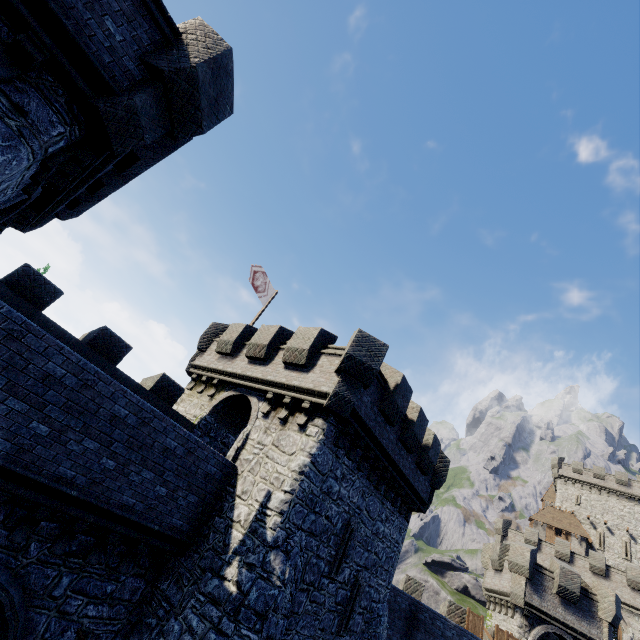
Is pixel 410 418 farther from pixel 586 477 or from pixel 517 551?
pixel 586 477

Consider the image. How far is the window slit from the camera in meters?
11.3

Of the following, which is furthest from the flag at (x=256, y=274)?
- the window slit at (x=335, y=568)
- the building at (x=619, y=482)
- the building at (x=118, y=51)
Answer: the building at (x=619, y=482)

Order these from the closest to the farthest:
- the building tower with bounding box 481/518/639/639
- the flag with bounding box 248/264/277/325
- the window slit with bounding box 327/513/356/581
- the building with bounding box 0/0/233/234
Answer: the building with bounding box 0/0/233/234 → the window slit with bounding box 327/513/356/581 → the flag with bounding box 248/264/277/325 → the building tower with bounding box 481/518/639/639

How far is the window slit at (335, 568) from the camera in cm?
1134

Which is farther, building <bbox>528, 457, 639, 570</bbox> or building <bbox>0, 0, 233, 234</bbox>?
building <bbox>528, 457, 639, 570</bbox>

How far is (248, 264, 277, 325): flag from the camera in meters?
19.1 m

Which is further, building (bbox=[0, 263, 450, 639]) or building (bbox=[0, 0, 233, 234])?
building (bbox=[0, 263, 450, 639])
